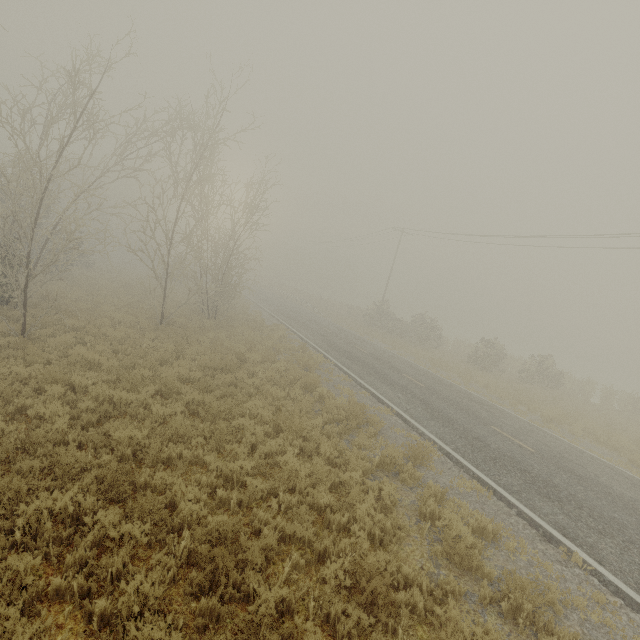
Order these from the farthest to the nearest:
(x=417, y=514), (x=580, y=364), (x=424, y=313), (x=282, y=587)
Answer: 1. (x=580, y=364)
2. (x=424, y=313)
3. (x=417, y=514)
4. (x=282, y=587)
